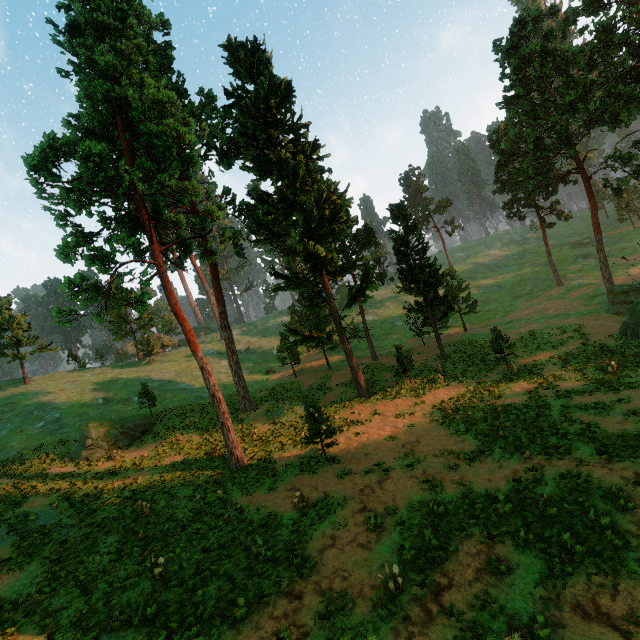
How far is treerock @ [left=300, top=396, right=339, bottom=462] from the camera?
17.25m

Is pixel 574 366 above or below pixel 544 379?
below

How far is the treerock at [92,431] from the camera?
24.84m

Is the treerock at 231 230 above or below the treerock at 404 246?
above

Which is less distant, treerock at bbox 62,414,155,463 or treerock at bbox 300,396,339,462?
treerock at bbox 300,396,339,462

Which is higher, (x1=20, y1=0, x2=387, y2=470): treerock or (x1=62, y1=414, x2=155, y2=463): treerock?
(x1=20, y1=0, x2=387, y2=470): treerock

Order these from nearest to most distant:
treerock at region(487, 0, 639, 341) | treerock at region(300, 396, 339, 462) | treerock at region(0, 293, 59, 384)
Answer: treerock at region(300, 396, 339, 462)
treerock at region(487, 0, 639, 341)
treerock at region(0, 293, 59, 384)
